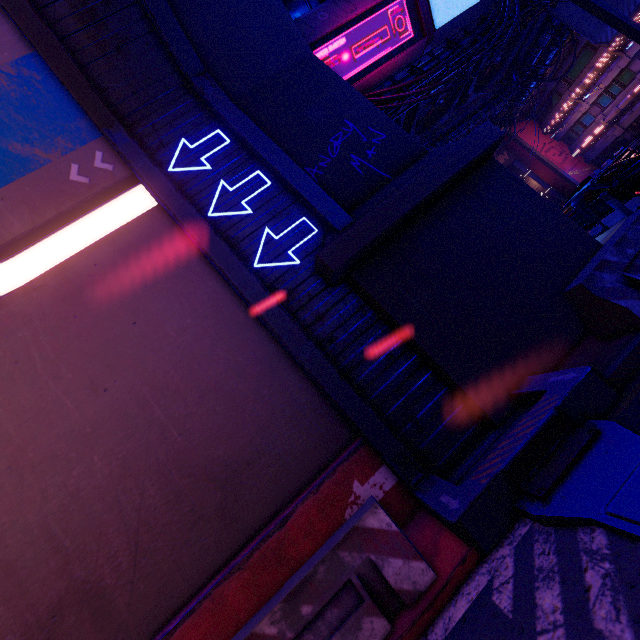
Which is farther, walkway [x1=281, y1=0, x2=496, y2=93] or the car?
the car

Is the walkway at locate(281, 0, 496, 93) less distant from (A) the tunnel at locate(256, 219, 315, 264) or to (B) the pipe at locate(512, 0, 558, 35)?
(B) the pipe at locate(512, 0, 558, 35)

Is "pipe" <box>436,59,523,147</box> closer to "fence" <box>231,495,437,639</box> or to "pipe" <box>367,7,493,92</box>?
"pipe" <box>367,7,493,92</box>

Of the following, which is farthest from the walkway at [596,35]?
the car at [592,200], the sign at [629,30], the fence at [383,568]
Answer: the fence at [383,568]

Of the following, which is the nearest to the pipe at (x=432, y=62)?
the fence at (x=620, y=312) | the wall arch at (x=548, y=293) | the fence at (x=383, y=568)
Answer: the wall arch at (x=548, y=293)

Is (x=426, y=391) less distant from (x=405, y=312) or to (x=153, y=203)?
(x=405, y=312)

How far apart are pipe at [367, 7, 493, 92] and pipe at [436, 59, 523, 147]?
7.1 meters

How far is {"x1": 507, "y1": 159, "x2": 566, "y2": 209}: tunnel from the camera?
41.78m
